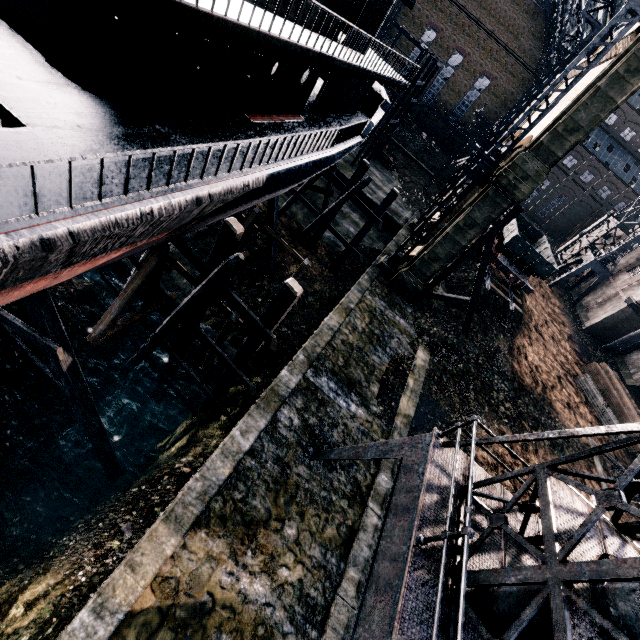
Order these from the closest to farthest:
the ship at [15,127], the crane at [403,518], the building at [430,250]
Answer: the crane at [403,518] < the ship at [15,127] < the building at [430,250]

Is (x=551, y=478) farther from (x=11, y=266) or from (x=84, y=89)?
(x=84, y=89)

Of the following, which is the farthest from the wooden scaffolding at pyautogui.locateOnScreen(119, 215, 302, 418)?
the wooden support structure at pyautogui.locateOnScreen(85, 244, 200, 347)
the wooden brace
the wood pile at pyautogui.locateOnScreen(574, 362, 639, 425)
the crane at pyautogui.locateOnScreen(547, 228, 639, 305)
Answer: the crane at pyautogui.locateOnScreen(547, 228, 639, 305)

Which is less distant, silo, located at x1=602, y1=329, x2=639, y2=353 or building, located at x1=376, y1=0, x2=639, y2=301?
building, located at x1=376, y1=0, x2=639, y2=301

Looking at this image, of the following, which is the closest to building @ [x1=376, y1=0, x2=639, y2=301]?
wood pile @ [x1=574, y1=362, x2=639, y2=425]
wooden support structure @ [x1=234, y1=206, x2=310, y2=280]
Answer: wood pile @ [x1=574, y1=362, x2=639, y2=425]

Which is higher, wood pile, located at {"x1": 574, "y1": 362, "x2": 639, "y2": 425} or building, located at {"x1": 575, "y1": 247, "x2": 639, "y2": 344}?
building, located at {"x1": 575, "y1": 247, "x2": 639, "y2": 344}

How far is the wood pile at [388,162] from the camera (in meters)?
42.28

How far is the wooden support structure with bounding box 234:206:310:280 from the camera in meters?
17.0 m
